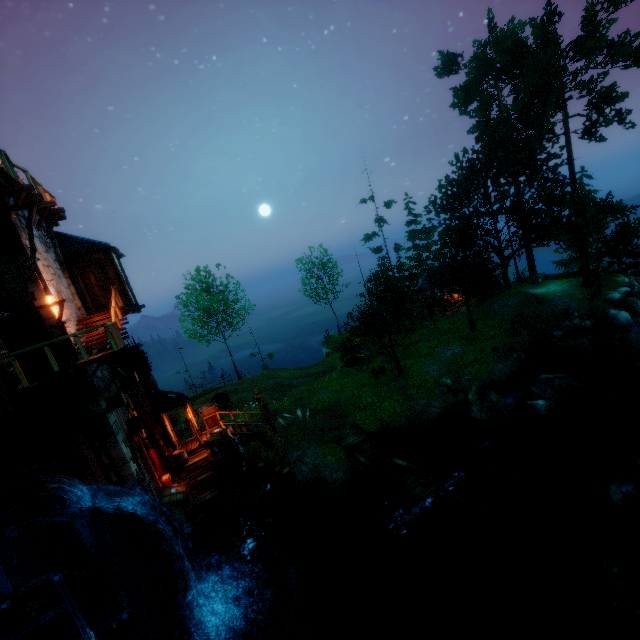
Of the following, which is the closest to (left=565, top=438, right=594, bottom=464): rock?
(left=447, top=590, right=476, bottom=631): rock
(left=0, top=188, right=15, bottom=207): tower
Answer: (left=447, top=590, right=476, bottom=631): rock

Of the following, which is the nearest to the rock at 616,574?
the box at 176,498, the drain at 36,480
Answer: the box at 176,498

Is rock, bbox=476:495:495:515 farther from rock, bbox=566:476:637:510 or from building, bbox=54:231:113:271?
building, bbox=54:231:113:271

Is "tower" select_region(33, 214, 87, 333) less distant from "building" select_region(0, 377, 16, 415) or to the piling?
"building" select_region(0, 377, 16, 415)

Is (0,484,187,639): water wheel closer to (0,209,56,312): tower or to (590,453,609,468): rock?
(0,209,56,312): tower

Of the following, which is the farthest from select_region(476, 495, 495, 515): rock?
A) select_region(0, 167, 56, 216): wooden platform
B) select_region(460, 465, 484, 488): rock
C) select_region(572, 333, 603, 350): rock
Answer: select_region(0, 167, 56, 216): wooden platform

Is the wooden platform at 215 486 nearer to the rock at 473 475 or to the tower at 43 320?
the tower at 43 320

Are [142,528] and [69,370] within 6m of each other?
yes
